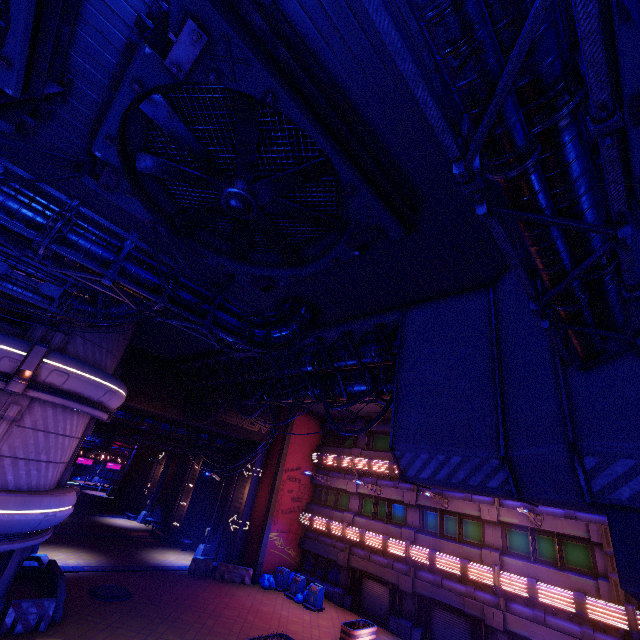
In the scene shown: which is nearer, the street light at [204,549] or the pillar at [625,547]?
the pillar at [625,547]

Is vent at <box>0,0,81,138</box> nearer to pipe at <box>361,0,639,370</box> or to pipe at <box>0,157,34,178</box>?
pipe at <box>0,157,34,178</box>

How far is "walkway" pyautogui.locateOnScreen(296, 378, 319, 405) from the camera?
15.33m

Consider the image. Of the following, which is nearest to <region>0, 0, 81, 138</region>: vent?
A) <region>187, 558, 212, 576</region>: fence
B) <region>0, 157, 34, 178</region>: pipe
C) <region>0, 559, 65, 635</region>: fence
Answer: <region>0, 157, 34, 178</region>: pipe

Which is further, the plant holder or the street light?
the street light

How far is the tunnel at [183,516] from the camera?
26.6 meters

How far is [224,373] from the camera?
19.67m

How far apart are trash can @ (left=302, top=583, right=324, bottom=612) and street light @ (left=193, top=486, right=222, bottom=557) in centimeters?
897cm
